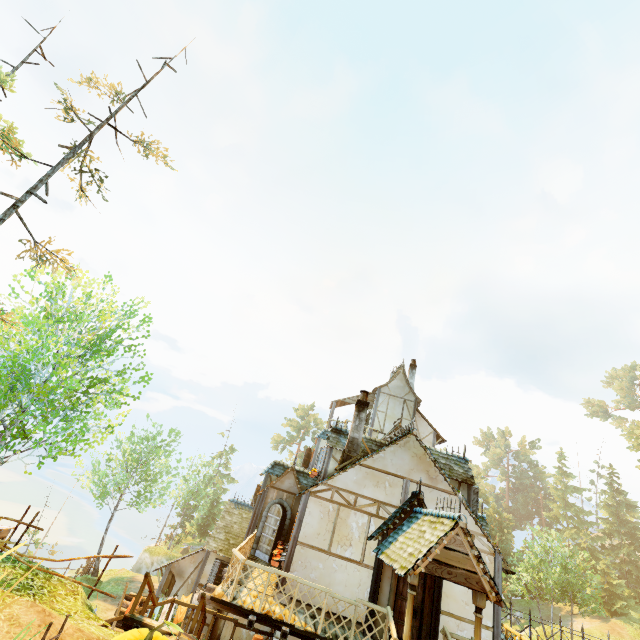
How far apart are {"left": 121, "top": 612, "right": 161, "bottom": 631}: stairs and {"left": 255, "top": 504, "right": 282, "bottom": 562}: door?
6.4 meters

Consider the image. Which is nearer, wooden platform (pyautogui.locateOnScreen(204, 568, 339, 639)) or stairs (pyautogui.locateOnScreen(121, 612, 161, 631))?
stairs (pyautogui.locateOnScreen(121, 612, 161, 631))

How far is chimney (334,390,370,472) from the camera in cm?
1289

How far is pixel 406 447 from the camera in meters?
12.6

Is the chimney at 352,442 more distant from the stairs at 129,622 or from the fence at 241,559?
the stairs at 129,622

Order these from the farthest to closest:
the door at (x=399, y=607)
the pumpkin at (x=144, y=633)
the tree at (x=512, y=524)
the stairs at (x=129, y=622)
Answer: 1. the tree at (x=512, y=524)
2. the door at (x=399, y=607)
3. the stairs at (x=129, y=622)
4. the pumpkin at (x=144, y=633)

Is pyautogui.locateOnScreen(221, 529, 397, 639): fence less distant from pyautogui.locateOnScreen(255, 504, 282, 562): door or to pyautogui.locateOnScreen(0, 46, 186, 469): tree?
pyautogui.locateOnScreen(255, 504, 282, 562): door

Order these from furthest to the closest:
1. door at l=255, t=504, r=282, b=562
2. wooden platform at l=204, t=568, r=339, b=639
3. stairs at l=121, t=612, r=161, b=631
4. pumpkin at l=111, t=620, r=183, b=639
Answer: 1. door at l=255, t=504, r=282, b=562
2. wooden platform at l=204, t=568, r=339, b=639
3. stairs at l=121, t=612, r=161, b=631
4. pumpkin at l=111, t=620, r=183, b=639
